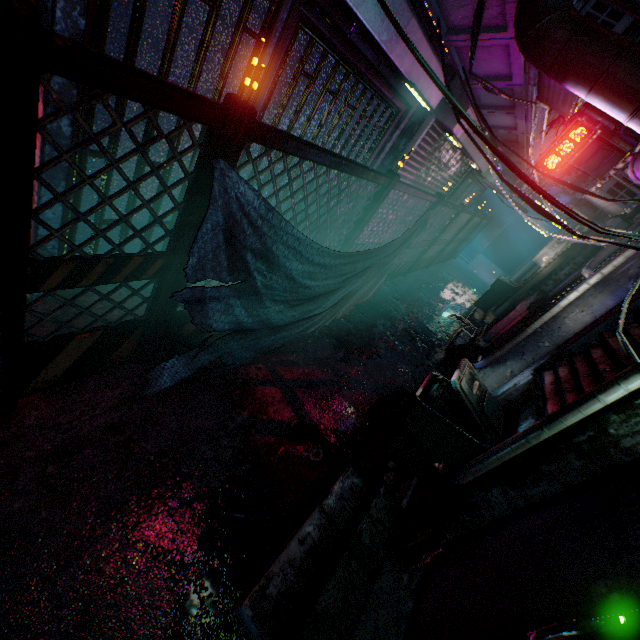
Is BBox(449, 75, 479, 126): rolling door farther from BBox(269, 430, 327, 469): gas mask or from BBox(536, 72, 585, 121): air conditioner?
BBox(269, 430, 327, 469): gas mask

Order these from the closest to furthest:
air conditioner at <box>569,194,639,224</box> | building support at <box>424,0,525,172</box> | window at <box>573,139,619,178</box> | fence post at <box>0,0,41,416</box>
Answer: fence post at <box>0,0,41,416</box> < building support at <box>424,0,525,172</box> < air conditioner at <box>569,194,639,224</box> < window at <box>573,139,619,178</box>

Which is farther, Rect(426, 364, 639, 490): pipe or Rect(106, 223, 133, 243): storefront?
Rect(106, 223, 133, 243): storefront

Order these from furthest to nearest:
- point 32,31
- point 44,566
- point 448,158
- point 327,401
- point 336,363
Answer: point 448,158
point 336,363
point 327,401
point 44,566
point 32,31

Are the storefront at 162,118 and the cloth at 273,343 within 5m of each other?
yes

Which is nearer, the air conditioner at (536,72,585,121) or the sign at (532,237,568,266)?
the air conditioner at (536,72,585,121)

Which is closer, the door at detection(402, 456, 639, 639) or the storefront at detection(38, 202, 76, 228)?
the door at detection(402, 456, 639, 639)

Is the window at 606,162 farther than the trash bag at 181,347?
Yes
